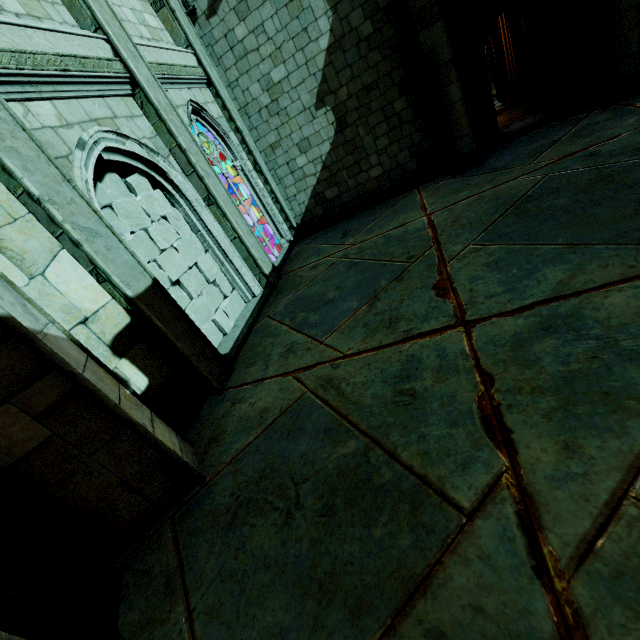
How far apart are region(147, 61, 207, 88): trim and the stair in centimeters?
458cm

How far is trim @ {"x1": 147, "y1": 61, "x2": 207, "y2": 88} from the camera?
6.55m

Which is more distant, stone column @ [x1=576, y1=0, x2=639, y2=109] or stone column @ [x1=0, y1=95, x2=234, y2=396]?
stone column @ [x1=576, y1=0, x2=639, y2=109]

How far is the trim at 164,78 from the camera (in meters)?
6.55

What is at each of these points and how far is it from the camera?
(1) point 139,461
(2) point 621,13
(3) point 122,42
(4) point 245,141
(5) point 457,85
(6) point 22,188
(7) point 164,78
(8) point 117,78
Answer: (1) building, 3.47m
(2) stone column, 6.21m
(3) stone column, 5.66m
(4) stone column, 9.02m
(5) stone column, 7.24m
(6) stone column, 3.63m
(7) trim, 6.69m
(8) trim, 5.52m

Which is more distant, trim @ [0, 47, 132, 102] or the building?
trim @ [0, 47, 132, 102]

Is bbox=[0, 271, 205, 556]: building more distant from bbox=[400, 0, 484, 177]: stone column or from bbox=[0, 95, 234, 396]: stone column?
bbox=[400, 0, 484, 177]: stone column

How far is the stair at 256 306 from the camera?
6.1m
